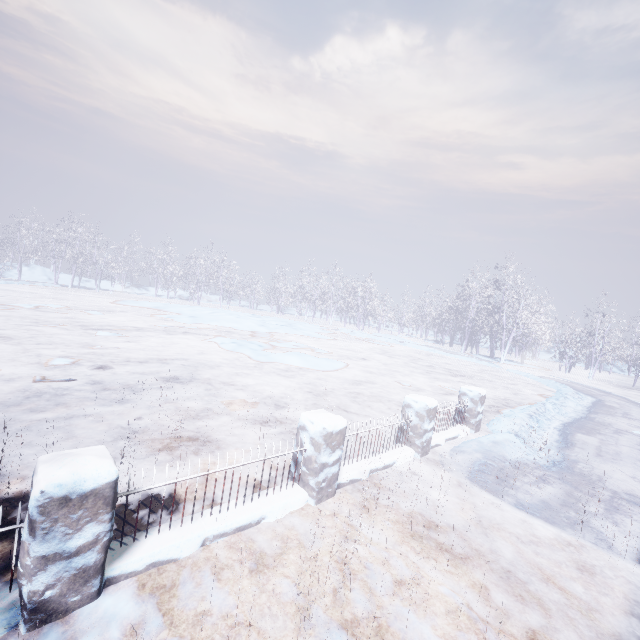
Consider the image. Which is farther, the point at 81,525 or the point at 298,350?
the point at 298,350
